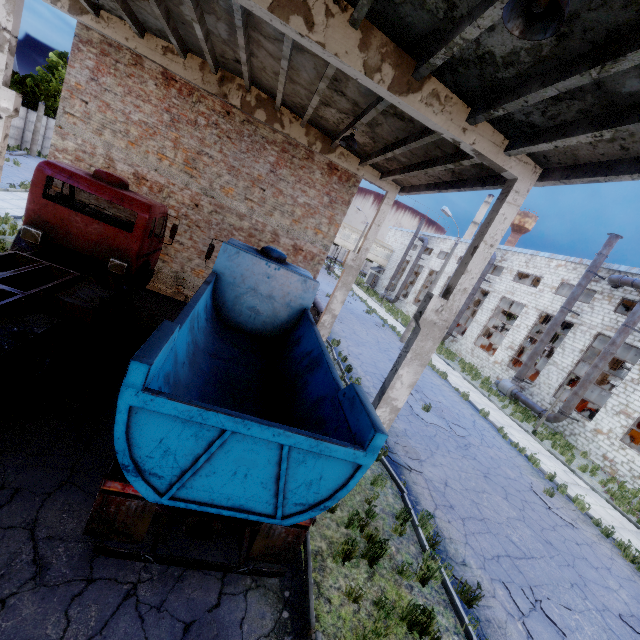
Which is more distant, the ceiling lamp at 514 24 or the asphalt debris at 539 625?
the asphalt debris at 539 625

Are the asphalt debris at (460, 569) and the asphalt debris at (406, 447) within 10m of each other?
yes

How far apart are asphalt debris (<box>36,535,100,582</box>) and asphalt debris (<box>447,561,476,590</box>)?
6.25m

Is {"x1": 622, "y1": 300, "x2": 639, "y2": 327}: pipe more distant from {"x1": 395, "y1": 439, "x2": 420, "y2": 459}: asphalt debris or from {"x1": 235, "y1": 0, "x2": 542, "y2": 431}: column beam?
{"x1": 235, "y1": 0, "x2": 542, "y2": 431}: column beam

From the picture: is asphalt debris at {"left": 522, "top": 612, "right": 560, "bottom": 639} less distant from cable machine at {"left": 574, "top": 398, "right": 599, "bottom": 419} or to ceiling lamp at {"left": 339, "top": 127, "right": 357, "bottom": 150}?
ceiling lamp at {"left": 339, "top": 127, "right": 357, "bottom": 150}

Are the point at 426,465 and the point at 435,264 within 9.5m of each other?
no

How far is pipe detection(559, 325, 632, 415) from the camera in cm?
1867

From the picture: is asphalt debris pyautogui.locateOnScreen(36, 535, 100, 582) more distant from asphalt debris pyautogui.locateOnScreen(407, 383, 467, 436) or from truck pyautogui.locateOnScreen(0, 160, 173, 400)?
asphalt debris pyautogui.locateOnScreen(407, 383, 467, 436)
